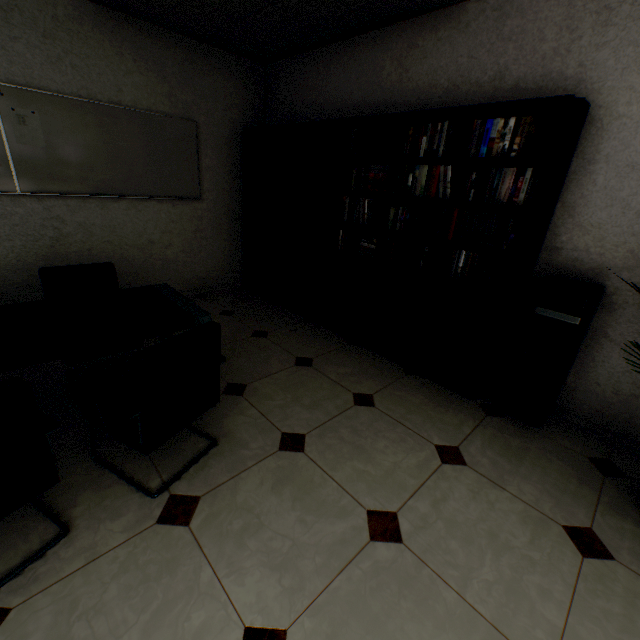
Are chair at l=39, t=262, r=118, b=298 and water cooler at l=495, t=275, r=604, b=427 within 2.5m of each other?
no

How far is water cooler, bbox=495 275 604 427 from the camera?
2.15m

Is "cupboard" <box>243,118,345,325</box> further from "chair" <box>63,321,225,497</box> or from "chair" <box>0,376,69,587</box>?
"chair" <box>0,376,69,587</box>

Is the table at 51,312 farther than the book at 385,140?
No

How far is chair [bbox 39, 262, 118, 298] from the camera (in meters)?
2.37

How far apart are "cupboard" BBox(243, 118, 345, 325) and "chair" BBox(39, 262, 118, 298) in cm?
204

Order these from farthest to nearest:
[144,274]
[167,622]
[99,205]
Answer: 1. [144,274]
2. [99,205]
3. [167,622]

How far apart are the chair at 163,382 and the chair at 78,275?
1.0m
